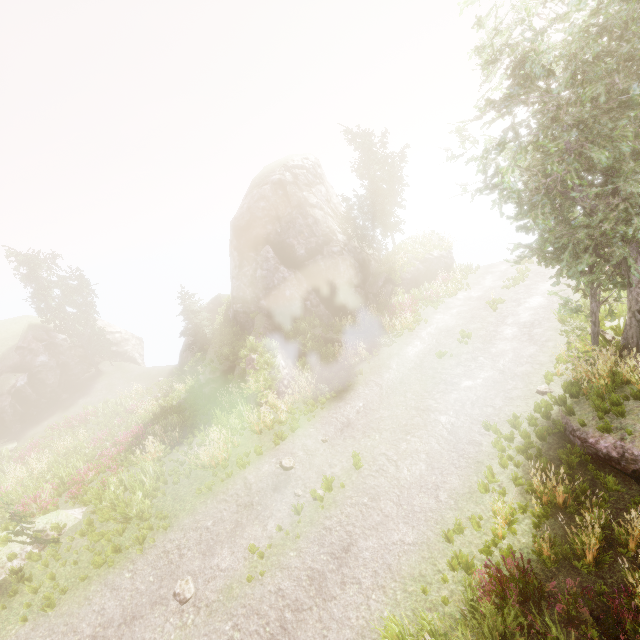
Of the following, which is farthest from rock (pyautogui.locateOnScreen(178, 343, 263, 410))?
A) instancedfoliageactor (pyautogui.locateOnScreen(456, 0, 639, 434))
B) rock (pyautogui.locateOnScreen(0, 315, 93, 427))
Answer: rock (pyautogui.locateOnScreen(0, 315, 93, 427))

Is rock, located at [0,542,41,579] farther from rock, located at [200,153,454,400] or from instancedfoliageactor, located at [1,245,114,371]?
rock, located at [200,153,454,400]

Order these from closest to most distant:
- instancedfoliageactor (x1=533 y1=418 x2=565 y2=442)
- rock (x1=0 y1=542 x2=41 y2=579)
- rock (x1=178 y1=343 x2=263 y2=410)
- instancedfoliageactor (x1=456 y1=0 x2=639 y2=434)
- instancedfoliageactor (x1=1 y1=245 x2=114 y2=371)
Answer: instancedfoliageactor (x1=456 y1=0 x2=639 y2=434)
instancedfoliageactor (x1=533 y1=418 x2=565 y2=442)
rock (x1=0 y1=542 x2=41 y2=579)
rock (x1=178 y1=343 x2=263 y2=410)
instancedfoliageactor (x1=1 y1=245 x2=114 y2=371)

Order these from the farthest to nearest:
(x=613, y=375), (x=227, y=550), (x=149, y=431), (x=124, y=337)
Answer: (x=124, y=337) → (x=149, y=431) → (x=613, y=375) → (x=227, y=550)

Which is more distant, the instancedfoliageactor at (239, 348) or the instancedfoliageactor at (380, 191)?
the instancedfoliageactor at (380, 191)

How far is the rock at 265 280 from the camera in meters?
22.3

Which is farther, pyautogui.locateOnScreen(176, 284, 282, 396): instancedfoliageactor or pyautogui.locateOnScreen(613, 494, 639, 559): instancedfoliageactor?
pyautogui.locateOnScreen(176, 284, 282, 396): instancedfoliageactor

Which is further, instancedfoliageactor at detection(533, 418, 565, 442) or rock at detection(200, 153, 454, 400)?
rock at detection(200, 153, 454, 400)
